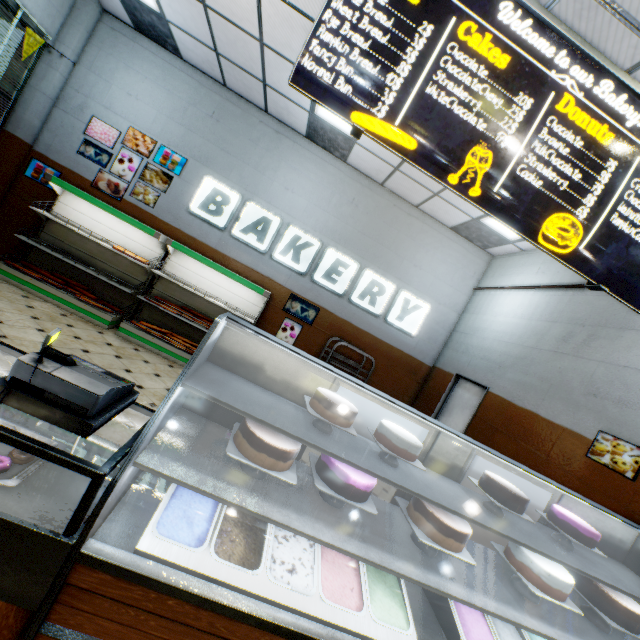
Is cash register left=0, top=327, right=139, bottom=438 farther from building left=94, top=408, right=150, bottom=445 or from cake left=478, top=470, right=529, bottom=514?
cake left=478, top=470, right=529, bottom=514

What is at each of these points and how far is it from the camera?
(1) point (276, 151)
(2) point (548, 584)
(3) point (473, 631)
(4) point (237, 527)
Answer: (1) building, 6.4m
(2) cake, 2.1m
(3) ice cream, 2.0m
(4) ice cream, 1.8m

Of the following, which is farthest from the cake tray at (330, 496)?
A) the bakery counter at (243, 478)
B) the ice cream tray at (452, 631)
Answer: the ice cream tray at (452, 631)

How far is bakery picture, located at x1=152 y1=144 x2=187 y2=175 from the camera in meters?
6.1 m

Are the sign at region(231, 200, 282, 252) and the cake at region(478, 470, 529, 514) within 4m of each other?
Answer: no

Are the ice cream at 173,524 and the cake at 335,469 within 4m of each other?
yes

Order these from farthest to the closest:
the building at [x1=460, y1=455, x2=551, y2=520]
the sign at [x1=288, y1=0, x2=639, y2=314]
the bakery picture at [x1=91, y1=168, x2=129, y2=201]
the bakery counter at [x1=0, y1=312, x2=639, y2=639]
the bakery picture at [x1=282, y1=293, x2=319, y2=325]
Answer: the bakery picture at [x1=282, y1=293, x2=319, y2=325], the bakery picture at [x1=91, y1=168, x2=129, y2=201], the building at [x1=460, y1=455, x2=551, y2=520], the sign at [x1=288, y1=0, x2=639, y2=314], the bakery counter at [x1=0, y1=312, x2=639, y2=639]

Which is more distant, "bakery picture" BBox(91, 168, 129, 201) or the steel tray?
"bakery picture" BBox(91, 168, 129, 201)
